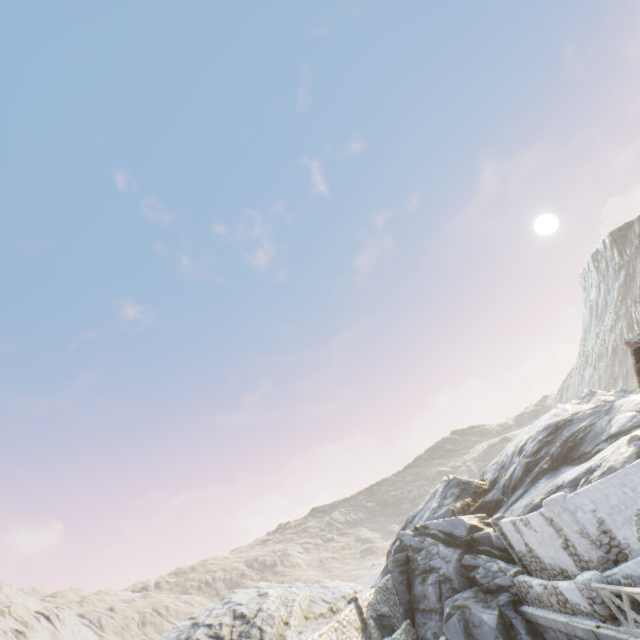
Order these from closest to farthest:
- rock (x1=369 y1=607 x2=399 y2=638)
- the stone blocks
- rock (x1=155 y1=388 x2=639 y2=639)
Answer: the stone blocks, rock (x1=155 y1=388 x2=639 y2=639), rock (x1=369 y1=607 x2=399 y2=638)

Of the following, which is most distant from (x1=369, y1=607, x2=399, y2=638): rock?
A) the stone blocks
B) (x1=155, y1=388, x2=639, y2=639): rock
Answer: (x1=155, y1=388, x2=639, y2=639): rock

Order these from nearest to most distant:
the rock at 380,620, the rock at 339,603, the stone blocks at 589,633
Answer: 1. the stone blocks at 589,633
2. the rock at 339,603
3. the rock at 380,620

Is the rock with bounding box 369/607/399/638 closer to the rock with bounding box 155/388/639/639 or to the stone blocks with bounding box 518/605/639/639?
the stone blocks with bounding box 518/605/639/639

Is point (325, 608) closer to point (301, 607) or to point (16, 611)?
point (301, 607)

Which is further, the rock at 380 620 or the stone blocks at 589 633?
the rock at 380 620
